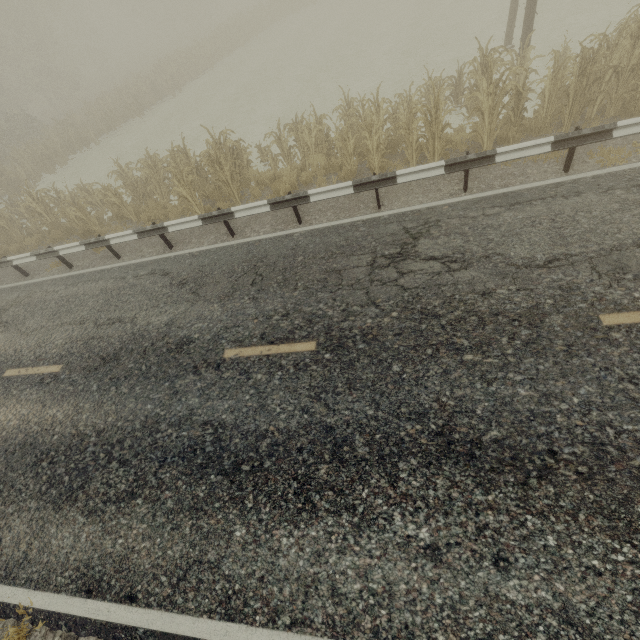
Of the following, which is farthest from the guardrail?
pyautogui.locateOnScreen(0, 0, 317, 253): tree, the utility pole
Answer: pyautogui.locateOnScreen(0, 0, 317, 253): tree

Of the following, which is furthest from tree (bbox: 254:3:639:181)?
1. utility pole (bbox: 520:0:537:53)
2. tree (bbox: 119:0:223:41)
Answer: tree (bbox: 119:0:223:41)

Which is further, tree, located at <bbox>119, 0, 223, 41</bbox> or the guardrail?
tree, located at <bbox>119, 0, 223, 41</bbox>

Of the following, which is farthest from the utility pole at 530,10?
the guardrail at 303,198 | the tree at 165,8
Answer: the tree at 165,8

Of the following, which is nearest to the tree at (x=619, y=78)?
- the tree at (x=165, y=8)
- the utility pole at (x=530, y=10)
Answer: the utility pole at (x=530, y=10)

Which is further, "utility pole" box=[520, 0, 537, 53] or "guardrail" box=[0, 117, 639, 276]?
"utility pole" box=[520, 0, 537, 53]

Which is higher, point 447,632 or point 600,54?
point 600,54

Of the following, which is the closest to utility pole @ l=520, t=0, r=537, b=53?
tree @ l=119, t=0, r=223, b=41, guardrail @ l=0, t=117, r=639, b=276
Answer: guardrail @ l=0, t=117, r=639, b=276
